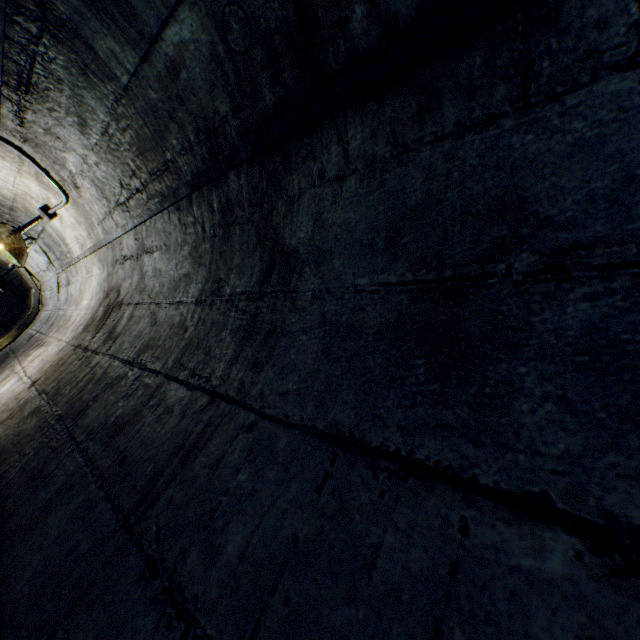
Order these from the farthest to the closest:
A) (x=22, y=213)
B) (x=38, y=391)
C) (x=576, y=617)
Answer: (x=22, y=213) < (x=38, y=391) < (x=576, y=617)

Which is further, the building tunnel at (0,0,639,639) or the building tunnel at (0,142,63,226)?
the building tunnel at (0,142,63,226)

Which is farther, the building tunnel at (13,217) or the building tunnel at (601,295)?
the building tunnel at (13,217)
